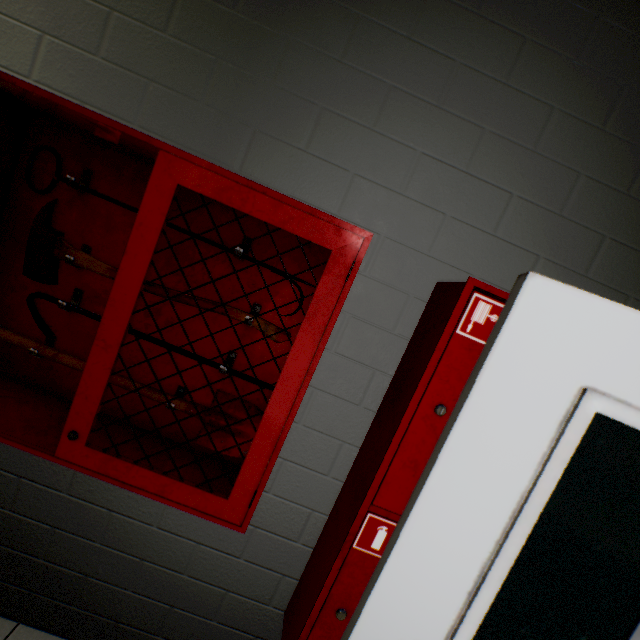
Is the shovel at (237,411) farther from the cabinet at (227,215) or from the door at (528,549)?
the door at (528,549)

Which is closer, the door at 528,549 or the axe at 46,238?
the door at 528,549

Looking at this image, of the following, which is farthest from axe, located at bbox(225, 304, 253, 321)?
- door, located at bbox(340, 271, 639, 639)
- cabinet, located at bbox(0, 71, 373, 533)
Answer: door, located at bbox(340, 271, 639, 639)

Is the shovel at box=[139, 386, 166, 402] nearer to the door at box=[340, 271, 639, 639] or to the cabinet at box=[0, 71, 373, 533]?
the cabinet at box=[0, 71, 373, 533]

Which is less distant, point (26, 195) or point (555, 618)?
point (555, 618)

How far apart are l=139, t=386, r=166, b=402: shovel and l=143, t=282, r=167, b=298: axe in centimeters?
23cm

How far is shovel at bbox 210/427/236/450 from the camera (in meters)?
1.27

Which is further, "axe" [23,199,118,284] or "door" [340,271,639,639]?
"axe" [23,199,118,284]
